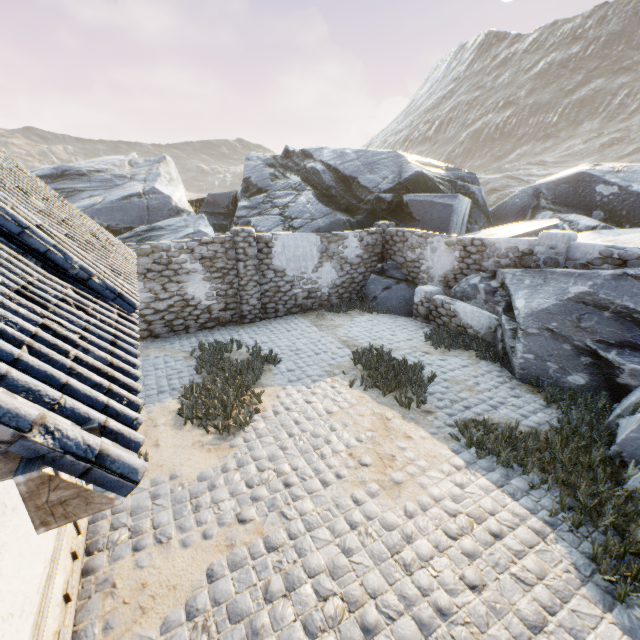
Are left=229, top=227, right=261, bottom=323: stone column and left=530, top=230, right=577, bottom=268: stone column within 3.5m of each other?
no

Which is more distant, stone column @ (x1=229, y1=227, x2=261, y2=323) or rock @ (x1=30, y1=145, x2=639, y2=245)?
rock @ (x1=30, y1=145, x2=639, y2=245)

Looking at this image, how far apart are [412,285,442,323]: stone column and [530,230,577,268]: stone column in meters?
2.8

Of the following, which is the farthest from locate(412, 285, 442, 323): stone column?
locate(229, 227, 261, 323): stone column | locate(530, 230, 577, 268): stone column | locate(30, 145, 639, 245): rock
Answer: locate(229, 227, 261, 323): stone column

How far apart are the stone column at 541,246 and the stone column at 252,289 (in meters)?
8.18

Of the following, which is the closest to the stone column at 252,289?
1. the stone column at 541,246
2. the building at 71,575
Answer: the building at 71,575

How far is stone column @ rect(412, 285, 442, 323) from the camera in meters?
10.9 m

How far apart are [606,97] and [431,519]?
85.3m
